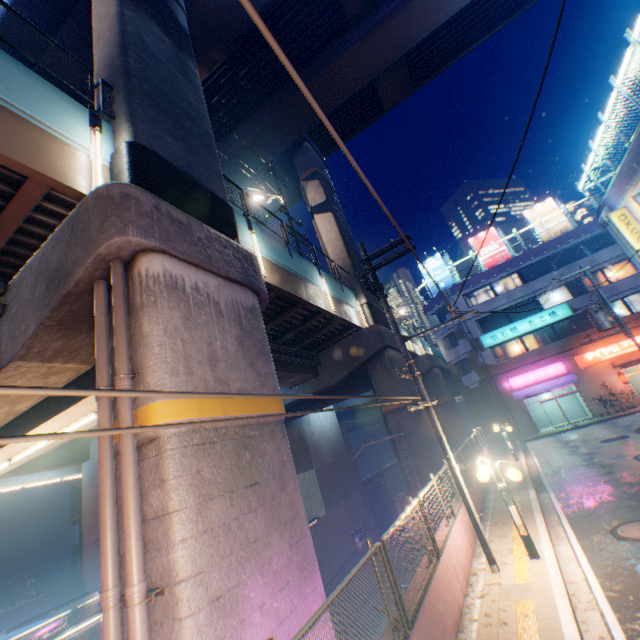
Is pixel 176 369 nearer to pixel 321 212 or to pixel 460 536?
pixel 460 536

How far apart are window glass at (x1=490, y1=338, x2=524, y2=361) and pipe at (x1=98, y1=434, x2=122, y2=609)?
33.35m

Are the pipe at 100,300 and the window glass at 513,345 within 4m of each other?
no

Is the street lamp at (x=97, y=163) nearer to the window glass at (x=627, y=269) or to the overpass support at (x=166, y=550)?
the overpass support at (x=166, y=550)

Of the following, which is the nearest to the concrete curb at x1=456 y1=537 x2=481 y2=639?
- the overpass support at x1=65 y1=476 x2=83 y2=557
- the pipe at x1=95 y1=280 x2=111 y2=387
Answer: the pipe at x1=95 y1=280 x2=111 y2=387

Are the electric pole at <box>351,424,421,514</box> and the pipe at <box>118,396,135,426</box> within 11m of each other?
no

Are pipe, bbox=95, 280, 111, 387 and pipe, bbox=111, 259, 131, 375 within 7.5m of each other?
yes

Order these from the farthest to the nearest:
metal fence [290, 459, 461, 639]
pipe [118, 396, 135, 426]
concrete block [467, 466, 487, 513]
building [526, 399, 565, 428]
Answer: building [526, 399, 565, 428] < concrete block [467, 466, 487, 513] < pipe [118, 396, 135, 426] < metal fence [290, 459, 461, 639]
